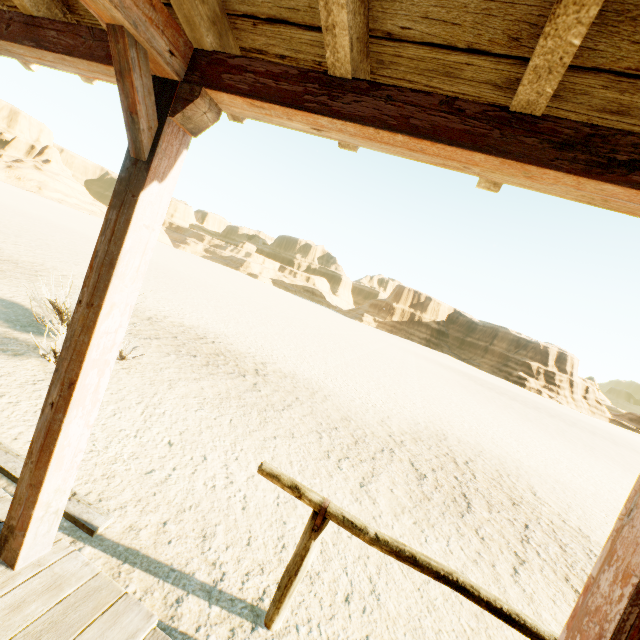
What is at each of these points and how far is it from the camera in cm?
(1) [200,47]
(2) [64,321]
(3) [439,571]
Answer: (1) building, 146
(2) plant, 499
(3) hitch post, 205

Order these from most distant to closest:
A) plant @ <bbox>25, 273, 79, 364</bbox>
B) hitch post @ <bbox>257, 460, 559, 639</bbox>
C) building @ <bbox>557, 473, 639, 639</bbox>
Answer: plant @ <bbox>25, 273, 79, 364</bbox>, hitch post @ <bbox>257, 460, 559, 639</bbox>, building @ <bbox>557, 473, 639, 639</bbox>

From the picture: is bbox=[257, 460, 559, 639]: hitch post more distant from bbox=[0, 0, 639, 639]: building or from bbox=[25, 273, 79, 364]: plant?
bbox=[25, 273, 79, 364]: plant

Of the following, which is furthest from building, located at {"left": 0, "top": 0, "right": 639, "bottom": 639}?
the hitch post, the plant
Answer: the plant

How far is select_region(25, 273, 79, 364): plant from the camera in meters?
4.5

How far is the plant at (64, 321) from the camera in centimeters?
451cm

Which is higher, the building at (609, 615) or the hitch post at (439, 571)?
the building at (609, 615)

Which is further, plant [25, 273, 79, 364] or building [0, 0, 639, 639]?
plant [25, 273, 79, 364]
